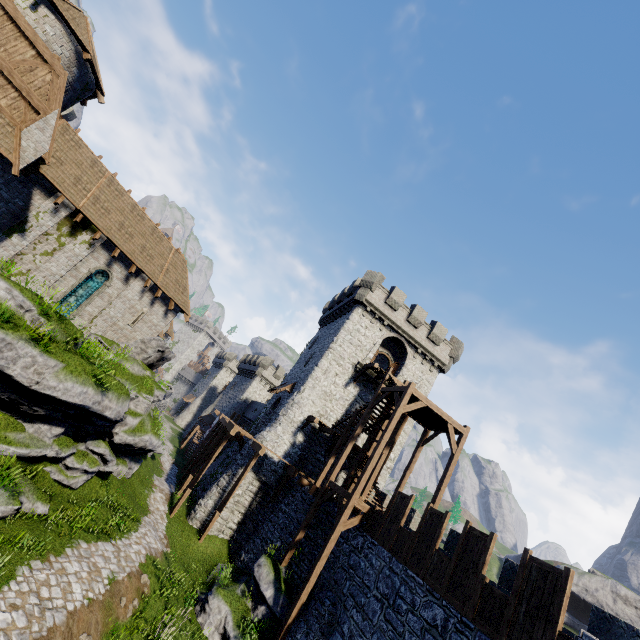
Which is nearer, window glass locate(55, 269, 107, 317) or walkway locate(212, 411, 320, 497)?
walkway locate(212, 411, 320, 497)

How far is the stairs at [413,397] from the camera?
13.9 meters

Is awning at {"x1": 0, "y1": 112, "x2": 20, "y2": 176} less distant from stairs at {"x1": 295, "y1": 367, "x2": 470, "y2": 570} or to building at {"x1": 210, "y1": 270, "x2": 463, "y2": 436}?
stairs at {"x1": 295, "y1": 367, "x2": 470, "y2": 570}

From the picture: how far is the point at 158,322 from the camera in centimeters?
2269cm

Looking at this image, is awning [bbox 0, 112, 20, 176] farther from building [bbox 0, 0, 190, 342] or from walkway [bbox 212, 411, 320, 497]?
→ walkway [bbox 212, 411, 320, 497]

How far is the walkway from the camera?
17.8m

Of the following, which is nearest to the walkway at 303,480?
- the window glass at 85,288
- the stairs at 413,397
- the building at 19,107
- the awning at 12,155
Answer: the stairs at 413,397

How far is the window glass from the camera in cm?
1834
